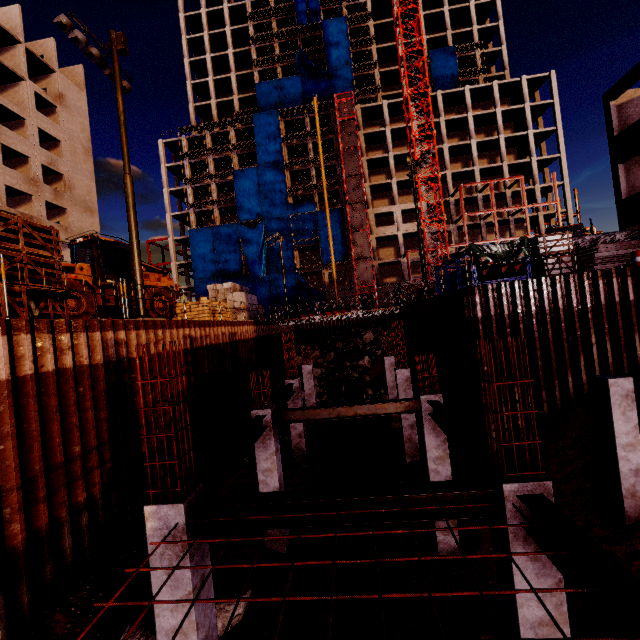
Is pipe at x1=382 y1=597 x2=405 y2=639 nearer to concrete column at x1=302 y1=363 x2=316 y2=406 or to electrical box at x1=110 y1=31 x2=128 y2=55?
concrete column at x1=302 y1=363 x2=316 y2=406

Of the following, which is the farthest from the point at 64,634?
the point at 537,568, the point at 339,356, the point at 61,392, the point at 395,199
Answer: the point at 395,199

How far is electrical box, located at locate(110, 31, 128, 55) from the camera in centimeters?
1241cm

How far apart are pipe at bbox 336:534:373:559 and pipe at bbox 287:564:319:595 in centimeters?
14cm

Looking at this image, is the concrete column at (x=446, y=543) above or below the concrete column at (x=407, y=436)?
below

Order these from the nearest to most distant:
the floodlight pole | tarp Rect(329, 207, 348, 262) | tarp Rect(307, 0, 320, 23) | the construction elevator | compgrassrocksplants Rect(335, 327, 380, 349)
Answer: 1. the floodlight pole
2. compgrassrocksplants Rect(335, 327, 380, 349)
3. the construction elevator
4. tarp Rect(329, 207, 348, 262)
5. tarp Rect(307, 0, 320, 23)

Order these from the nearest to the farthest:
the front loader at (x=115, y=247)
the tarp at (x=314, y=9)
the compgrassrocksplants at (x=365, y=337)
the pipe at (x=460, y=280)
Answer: the front loader at (x=115, y=247), the pipe at (x=460, y=280), the compgrassrocksplants at (x=365, y=337), the tarp at (x=314, y=9)

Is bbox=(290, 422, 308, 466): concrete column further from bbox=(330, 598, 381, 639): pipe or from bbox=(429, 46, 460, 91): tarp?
bbox=(429, 46, 460, 91): tarp
